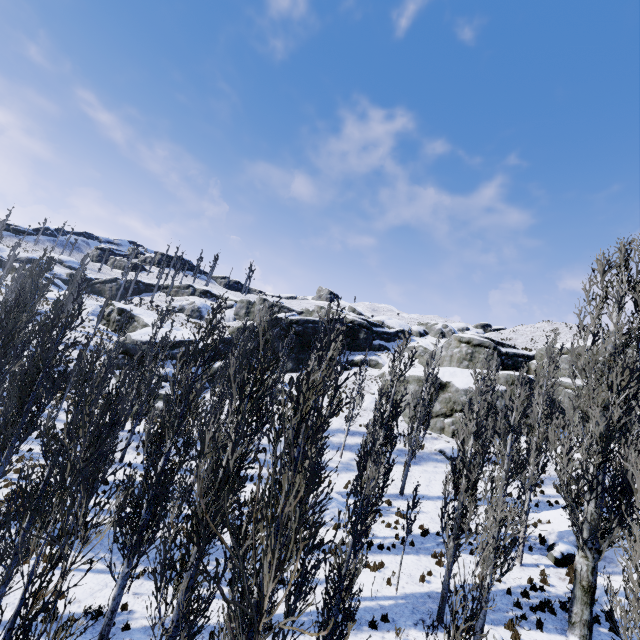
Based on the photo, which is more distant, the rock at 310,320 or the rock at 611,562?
the rock at 310,320

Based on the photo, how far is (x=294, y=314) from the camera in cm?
4644

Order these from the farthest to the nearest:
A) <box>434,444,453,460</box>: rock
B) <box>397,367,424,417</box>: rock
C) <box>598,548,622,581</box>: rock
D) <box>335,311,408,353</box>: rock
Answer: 1. <box>335,311,408,353</box>: rock
2. <box>397,367,424,417</box>: rock
3. <box>434,444,453,460</box>: rock
4. <box>598,548,622,581</box>: rock

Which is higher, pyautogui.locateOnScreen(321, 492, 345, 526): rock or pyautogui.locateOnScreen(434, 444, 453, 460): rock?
pyautogui.locateOnScreen(434, 444, 453, 460): rock

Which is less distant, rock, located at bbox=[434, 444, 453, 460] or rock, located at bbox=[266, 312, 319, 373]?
rock, located at bbox=[434, 444, 453, 460]

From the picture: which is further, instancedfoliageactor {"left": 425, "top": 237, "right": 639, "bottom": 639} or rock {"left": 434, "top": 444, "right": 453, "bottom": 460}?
rock {"left": 434, "top": 444, "right": 453, "bottom": 460}

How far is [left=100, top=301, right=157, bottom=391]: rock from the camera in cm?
3541
